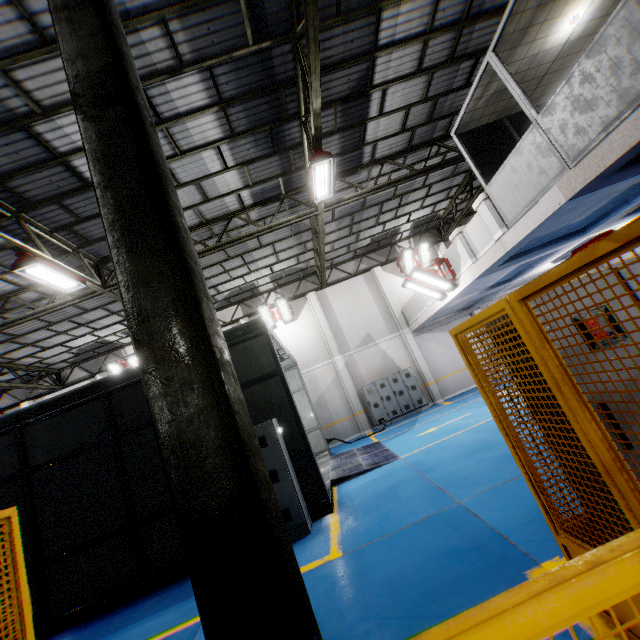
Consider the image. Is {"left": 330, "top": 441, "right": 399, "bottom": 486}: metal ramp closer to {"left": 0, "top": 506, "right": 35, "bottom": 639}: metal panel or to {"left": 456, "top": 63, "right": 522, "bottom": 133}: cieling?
{"left": 0, "top": 506, "right": 35, "bottom": 639}: metal panel

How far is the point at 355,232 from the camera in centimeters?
1590cm

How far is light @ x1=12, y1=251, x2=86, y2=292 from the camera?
7.7 meters

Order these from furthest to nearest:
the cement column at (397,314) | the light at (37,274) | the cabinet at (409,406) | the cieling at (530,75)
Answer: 1. the cement column at (397,314)
2. the cabinet at (409,406)
3. the light at (37,274)
4. the cieling at (530,75)

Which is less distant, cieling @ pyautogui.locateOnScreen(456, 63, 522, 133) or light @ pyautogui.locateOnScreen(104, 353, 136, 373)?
cieling @ pyautogui.locateOnScreen(456, 63, 522, 133)

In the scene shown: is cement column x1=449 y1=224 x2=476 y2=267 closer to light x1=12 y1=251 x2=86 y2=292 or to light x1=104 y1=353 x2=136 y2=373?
light x1=12 y1=251 x2=86 y2=292

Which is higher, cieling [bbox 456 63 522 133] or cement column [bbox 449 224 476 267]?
cieling [bbox 456 63 522 133]

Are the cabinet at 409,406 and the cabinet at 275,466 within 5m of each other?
no
